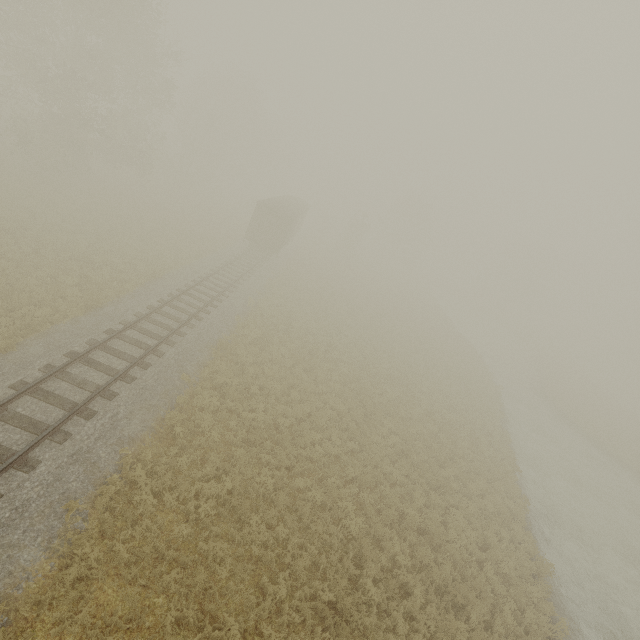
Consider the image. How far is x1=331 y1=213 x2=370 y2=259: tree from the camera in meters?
49.2 m

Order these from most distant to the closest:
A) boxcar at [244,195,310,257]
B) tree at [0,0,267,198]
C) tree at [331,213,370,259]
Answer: tree at [331,213,370,259]
boxcar at [244,195,310,257]
tree at [0,0,267,198]

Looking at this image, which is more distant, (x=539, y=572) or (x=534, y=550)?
(x=534, y=550)

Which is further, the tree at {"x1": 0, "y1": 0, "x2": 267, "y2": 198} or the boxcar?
the boxcar

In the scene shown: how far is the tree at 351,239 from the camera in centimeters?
4919cm

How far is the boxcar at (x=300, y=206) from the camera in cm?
2898

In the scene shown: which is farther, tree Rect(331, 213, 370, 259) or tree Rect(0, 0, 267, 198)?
tree Rect(331, 213, 370, 259)
